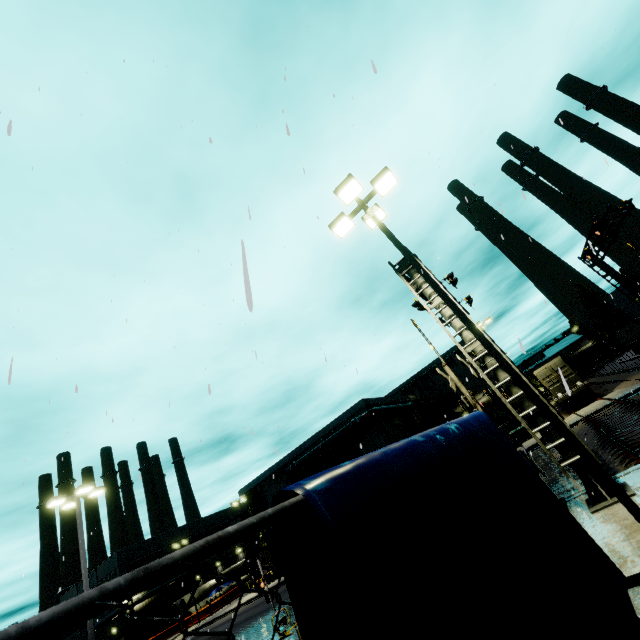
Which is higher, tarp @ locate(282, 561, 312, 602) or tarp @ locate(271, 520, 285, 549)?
tarp @ locate(271, 520, 285, 549)

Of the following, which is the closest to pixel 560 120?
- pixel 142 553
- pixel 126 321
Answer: pixel 126 321

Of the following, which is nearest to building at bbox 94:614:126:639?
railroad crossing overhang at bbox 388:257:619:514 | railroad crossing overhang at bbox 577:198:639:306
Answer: railroad crossing overhang at bbox 577:198:639:306

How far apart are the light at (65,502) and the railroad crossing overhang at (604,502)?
18.6m

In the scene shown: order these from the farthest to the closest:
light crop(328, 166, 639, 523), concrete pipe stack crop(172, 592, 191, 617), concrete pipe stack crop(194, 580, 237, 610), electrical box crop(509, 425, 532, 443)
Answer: concrete pipe stack crop(172, 592, 191, 617), concrete pipe stack crop(194, 580, 237, 610), electrical box crop(509, 425, 532, 443), light crop(328, 166, 639, 523)

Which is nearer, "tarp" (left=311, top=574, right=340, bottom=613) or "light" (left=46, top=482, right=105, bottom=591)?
"tarp" (left=311, top=574, right=340, bottom=613)

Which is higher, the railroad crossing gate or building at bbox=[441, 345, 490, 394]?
building at bbox=[441, 345, 490, 394]

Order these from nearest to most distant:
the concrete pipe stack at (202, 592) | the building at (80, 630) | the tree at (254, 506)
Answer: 1. the tree at (254, 506)
2. the concrete pipe stack at (202, 592)
3. the building at (80, 630)
